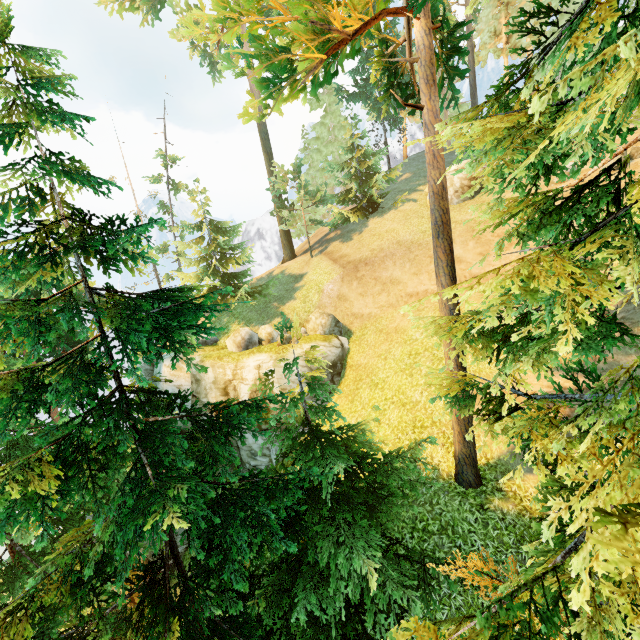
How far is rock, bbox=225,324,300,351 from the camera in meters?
18.6

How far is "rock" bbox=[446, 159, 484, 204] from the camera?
21.1 meters

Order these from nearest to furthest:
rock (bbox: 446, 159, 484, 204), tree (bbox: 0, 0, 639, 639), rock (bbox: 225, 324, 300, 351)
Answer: tree (bbox: 0, 0, 639, 639) → rock (bbox: 225, 324, 300, 351) → rock (bbox: 446, 159, 484, 204)

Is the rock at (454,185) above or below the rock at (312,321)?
above

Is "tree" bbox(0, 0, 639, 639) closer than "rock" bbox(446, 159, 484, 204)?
Yes

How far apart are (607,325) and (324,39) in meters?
8.6

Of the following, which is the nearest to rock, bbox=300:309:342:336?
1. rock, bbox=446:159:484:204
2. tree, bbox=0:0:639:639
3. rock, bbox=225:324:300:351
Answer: rock, bbox=225:324:300:351

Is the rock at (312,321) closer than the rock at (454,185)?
Yes
